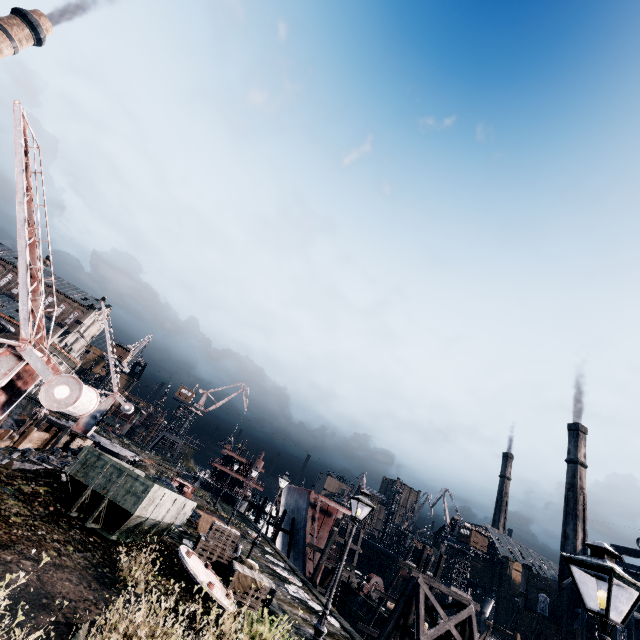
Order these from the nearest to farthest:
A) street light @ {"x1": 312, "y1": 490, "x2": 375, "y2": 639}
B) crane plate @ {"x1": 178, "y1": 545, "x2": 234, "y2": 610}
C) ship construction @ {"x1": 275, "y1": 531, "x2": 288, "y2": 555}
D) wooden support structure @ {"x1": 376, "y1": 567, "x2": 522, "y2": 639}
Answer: street light @ {"x1": 312, "y1": 490, "x2": 375, "y2": 639}
crane plate @ {"x1": 178, "y1": 545, "x2": 234, "y2": 610}
wooden support structure @ {"x1": 376, "y1": 567, "x2": 522, "y2": 639}
ship construction @ {"x1": 275, "y1": 531, "x2": 288, "y2": 555}

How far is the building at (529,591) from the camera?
53.0 meters

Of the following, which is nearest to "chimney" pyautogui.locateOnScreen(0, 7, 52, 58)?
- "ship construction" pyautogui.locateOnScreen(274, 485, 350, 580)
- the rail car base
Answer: the rail car base

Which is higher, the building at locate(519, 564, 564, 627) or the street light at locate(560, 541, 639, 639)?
the building at locate(519, 564, 564, 627)

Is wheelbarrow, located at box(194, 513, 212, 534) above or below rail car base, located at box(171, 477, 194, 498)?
below

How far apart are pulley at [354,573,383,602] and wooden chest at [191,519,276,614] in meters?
30.8

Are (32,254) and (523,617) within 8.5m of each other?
no

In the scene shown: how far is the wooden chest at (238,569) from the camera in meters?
13.8
